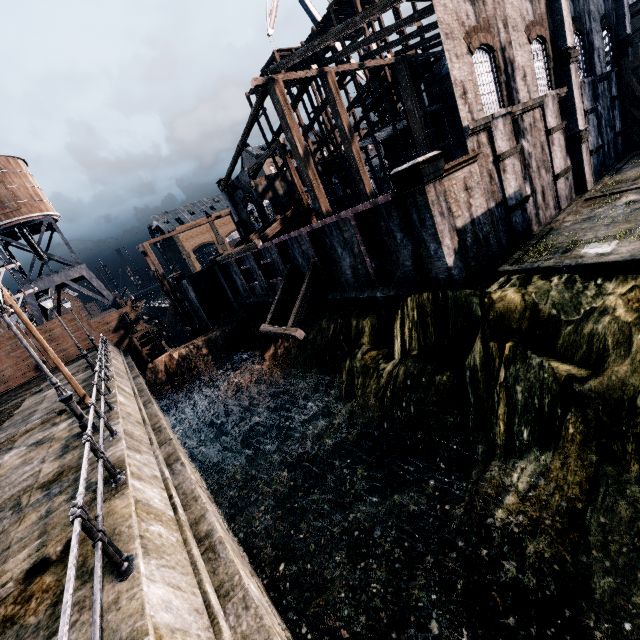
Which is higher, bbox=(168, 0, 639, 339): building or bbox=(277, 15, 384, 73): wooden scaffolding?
bbox=(277, 15, 384, 73): wooden scaffolding

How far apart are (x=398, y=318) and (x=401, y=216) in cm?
472

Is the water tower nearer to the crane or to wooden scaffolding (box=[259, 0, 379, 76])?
wooden scaffolding (box=[259, 0, 379, 76])

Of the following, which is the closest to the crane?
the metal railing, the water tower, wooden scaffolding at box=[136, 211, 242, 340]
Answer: wooden scaffolding at box=[136, 211, 242, 340]

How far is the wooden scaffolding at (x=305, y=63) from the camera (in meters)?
30.33

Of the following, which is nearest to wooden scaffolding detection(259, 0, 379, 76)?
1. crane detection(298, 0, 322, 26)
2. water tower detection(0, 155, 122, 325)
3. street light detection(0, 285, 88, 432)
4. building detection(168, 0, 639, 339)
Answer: building detection(168, 0, 639, 339)

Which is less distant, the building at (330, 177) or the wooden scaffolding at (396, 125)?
the wooden scaffolding at (396, 125)

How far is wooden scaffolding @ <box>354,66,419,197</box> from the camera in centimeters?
3181cm
